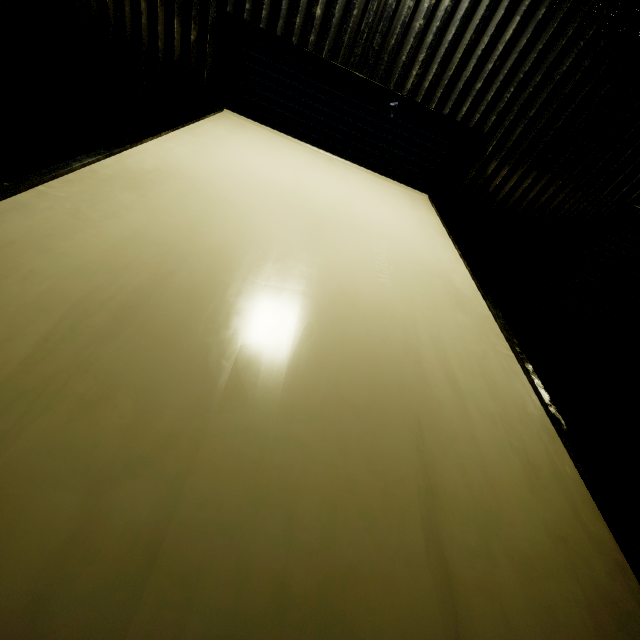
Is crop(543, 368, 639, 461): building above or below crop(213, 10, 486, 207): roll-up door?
below

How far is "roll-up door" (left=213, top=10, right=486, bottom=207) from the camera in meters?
3.4

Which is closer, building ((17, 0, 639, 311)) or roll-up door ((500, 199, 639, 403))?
building ((17, 0, 639, 311))

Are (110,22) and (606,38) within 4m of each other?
no

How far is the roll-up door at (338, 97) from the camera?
3.4 meters

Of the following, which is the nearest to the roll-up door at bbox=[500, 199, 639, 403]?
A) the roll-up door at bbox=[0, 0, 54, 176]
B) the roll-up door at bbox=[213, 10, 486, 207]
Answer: the roll-up door at bbox=[213, 10, 486, 207]

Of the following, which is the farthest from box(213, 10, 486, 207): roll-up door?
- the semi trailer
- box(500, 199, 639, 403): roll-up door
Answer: box(500, 199, 639, 403): roll-up door

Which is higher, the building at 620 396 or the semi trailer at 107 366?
the semi trailer at 107 366
